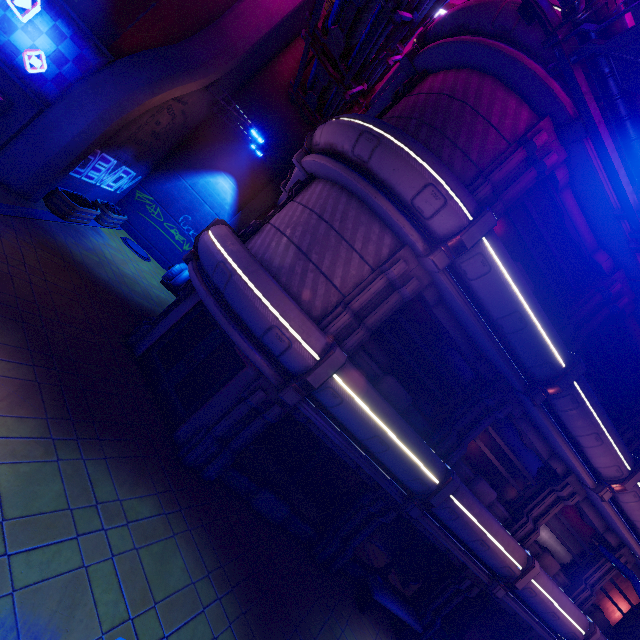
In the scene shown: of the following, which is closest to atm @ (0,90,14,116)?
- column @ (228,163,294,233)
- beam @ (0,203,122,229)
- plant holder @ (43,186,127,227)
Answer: plant holder @ (43,186,127,227)

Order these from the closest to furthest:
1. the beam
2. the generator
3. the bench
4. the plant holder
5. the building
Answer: the bench
the beam
the building
the plant holder
the generator

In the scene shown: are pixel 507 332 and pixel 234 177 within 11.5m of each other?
no

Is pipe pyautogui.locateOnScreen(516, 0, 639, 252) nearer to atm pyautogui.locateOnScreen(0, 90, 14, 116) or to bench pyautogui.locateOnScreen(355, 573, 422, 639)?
atm pyautogui.locateOnScreen(0, 90, 14, 116)

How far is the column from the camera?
19.0m

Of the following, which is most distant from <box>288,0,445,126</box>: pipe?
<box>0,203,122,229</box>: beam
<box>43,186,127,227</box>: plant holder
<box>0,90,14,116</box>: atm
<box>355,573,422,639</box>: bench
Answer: <box>355,573,422,639</box>: bench

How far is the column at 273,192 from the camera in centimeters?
1897cm

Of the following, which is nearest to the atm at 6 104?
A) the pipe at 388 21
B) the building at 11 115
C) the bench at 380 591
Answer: the building at 11 115
